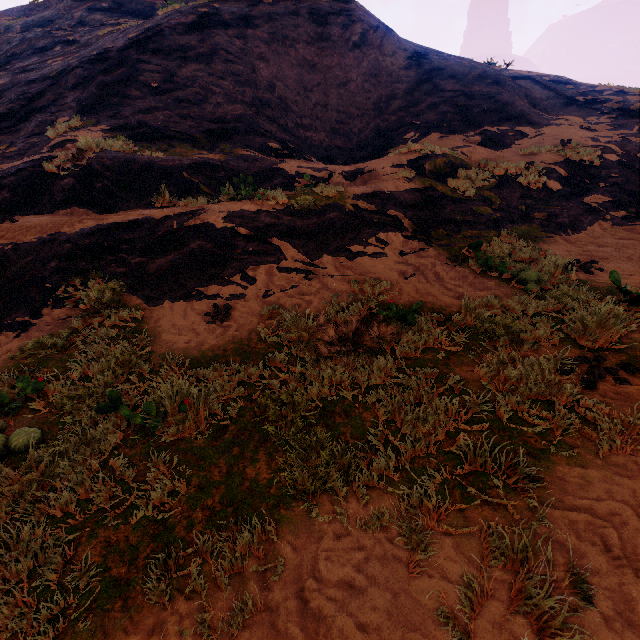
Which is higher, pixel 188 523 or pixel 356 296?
pixel 356 296
